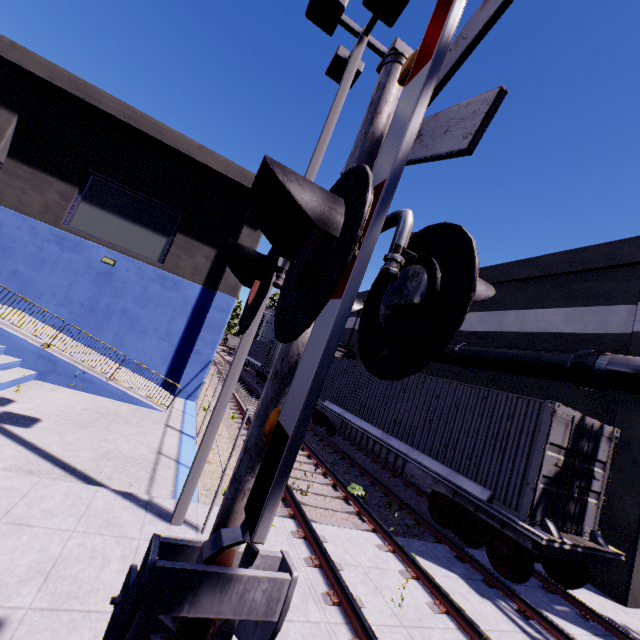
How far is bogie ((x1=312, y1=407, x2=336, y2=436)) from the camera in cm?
1562

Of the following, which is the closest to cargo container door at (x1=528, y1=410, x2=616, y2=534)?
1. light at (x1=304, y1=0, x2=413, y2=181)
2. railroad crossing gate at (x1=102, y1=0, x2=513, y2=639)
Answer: light at (x1=304, y1=0, x2=413, y2=181)

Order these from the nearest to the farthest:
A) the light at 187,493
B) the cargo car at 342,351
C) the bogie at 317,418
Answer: the light at 187,493 → the bogie at 317,418 → the cargo car at 342,351

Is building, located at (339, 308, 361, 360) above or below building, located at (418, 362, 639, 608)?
above

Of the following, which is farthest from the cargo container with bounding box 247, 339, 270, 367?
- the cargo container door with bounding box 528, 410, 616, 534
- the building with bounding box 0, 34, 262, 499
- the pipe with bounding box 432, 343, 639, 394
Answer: the cargo container door with bounding box 528, 410, 616, 534

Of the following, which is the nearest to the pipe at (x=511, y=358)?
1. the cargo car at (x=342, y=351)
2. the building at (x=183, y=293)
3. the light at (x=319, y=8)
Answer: the building at (x=183, y=293)

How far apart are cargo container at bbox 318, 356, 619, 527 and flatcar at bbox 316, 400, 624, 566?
0.01m

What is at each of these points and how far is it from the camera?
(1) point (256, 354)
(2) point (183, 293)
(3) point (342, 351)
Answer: (1) cargo container, 37.3m
(2) building, 14.7m
(3) cargo car, 21.0m
